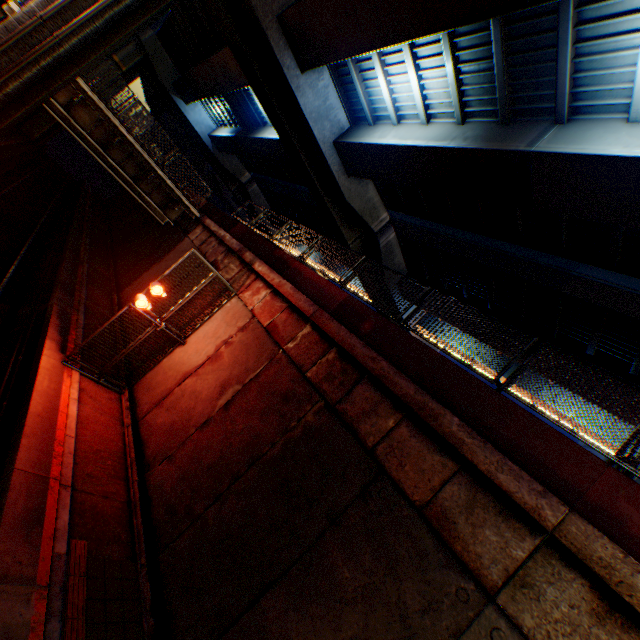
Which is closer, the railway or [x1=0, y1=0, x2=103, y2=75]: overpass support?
the railway

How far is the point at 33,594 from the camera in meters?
4.6 m

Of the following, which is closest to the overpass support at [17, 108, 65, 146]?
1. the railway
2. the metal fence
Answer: the metal fence

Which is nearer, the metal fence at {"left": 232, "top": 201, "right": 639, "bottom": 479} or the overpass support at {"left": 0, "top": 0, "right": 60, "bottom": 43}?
the metal fence at {"left": 232, "top": 201, "right": 639, "bottom": 479}

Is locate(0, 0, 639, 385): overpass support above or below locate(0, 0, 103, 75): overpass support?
above

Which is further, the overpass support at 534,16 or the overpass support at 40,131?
the overpass support at 40,131

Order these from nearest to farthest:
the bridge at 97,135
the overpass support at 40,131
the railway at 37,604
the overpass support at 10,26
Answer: the railway at 37,604 → the overpass support at 10,26 → the bridge at 97,135 → the overpass support at 40,131

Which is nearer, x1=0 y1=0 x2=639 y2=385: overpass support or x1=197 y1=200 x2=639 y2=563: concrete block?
x1=197 y1=200 x2=639 y2=563: concrete block
